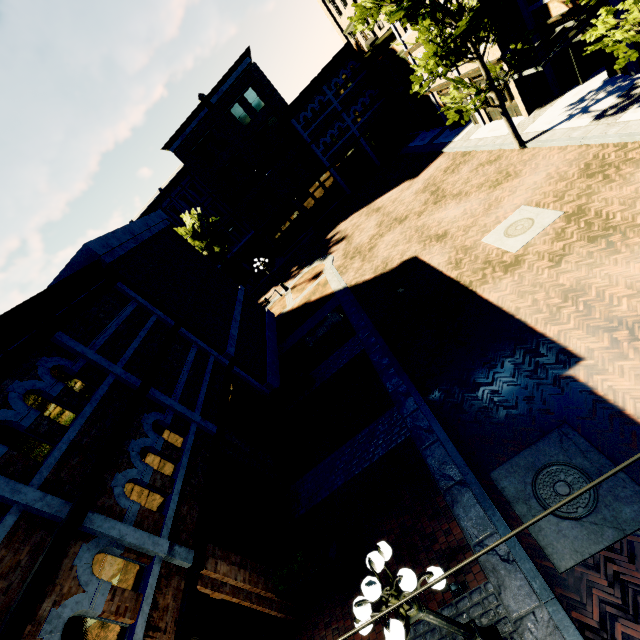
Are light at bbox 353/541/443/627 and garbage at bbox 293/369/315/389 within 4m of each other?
no

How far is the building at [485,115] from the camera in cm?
1941

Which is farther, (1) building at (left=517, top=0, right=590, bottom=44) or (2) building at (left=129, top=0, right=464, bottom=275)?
(2) building at (left=129, top=0, right=464, bottom=275)

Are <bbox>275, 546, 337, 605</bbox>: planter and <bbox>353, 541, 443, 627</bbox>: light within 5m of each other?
yes

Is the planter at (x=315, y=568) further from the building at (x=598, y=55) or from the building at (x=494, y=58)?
the building at (x=494, y=58)

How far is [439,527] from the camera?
7.4 meters

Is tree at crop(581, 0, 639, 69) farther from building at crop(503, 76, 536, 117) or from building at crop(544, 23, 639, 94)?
building at crop(503, 76, 536, 117)

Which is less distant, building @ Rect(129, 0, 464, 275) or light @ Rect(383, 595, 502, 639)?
light @ Rect(383, 595, 502, 639)
